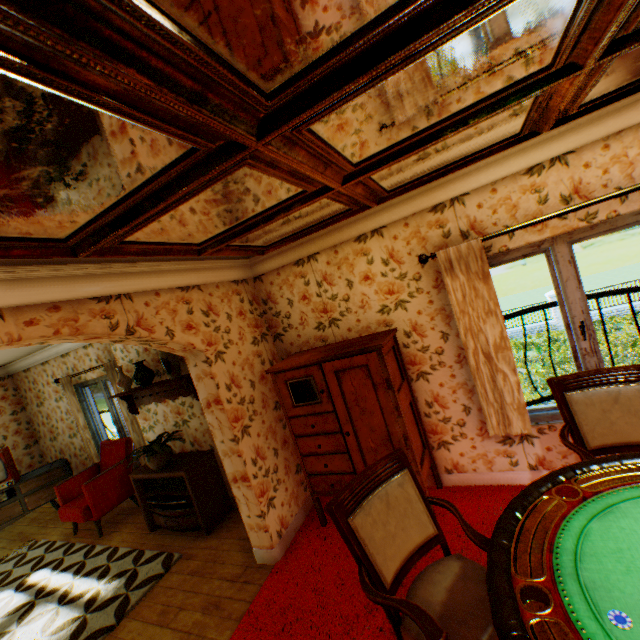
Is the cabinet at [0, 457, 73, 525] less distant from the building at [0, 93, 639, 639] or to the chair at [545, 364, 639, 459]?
the building at [0, 93, 639, 639]

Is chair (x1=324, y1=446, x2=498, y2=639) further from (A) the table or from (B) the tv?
(B) the tv

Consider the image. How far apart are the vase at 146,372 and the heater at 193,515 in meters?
1.2 m

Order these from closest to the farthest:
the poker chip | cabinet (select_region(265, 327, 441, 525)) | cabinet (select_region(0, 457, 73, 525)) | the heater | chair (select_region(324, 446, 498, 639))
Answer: the poker chip < chair (select_region(324, 446, 498, 639)) < cabinet (select_region(265, 327, 441, 525)) < the heater < cabinet (select_region(0, 457, 73, 525))

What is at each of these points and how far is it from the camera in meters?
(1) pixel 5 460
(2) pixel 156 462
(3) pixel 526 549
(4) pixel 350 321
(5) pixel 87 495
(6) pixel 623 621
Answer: (1) tv, 5.8 m
(2) flower pot, 4.3 m
(3) table, 1.4 m
(4) building, 3.7 m
(5) chair, 4.9 m
(6) poker chip, 1.0 m

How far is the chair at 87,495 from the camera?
4.9m

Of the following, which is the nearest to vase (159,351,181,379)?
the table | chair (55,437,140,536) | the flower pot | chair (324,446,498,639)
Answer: the flower pot

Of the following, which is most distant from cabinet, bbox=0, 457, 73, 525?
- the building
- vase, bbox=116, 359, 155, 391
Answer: vase, bbox=116, 359, 155, 391
